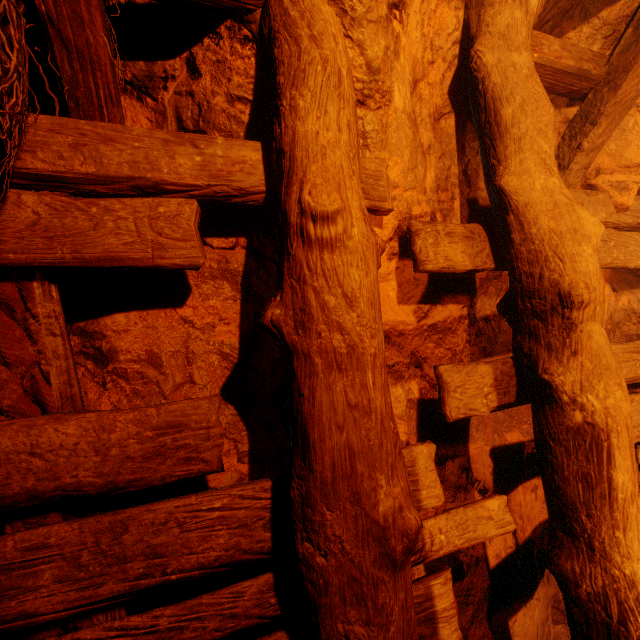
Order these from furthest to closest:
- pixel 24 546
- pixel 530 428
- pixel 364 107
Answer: pixel 530 428
pixel 364 107
pixel 24 546
